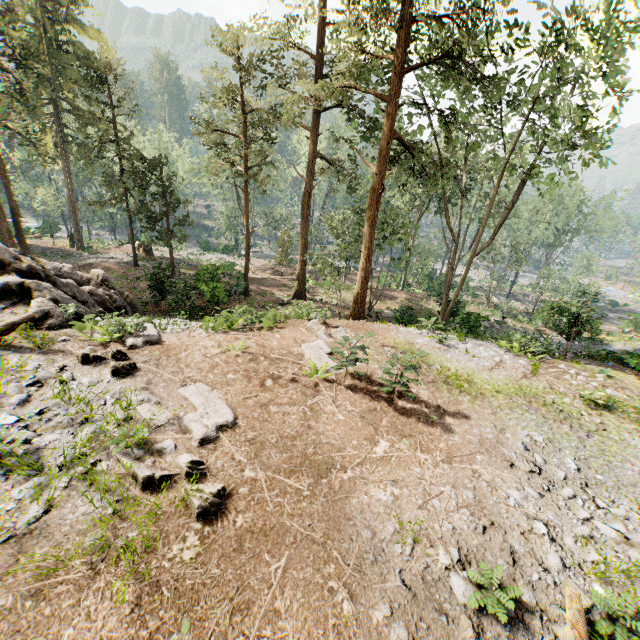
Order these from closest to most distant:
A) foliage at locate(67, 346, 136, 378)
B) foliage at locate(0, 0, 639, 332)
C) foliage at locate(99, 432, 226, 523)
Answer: foliage at locate(99, 432, 226, 523)
foliage at locate(67, 346, 136, 378)
foliage at locate(0, 0, 639, 332)

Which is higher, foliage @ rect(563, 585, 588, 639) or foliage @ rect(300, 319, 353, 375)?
foliage @ rect(563, 585, 588, 639)

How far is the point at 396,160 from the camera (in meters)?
20.28

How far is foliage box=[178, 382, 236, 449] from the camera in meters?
6.8

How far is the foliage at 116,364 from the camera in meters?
8.4 m

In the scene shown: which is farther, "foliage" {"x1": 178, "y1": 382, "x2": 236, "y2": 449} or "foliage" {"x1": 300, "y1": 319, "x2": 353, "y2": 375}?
"foliage" {"x1": 300, "y1": 319, "x2": 353, "y2": 375}

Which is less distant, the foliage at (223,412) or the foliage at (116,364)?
the foliage at (223,412)
